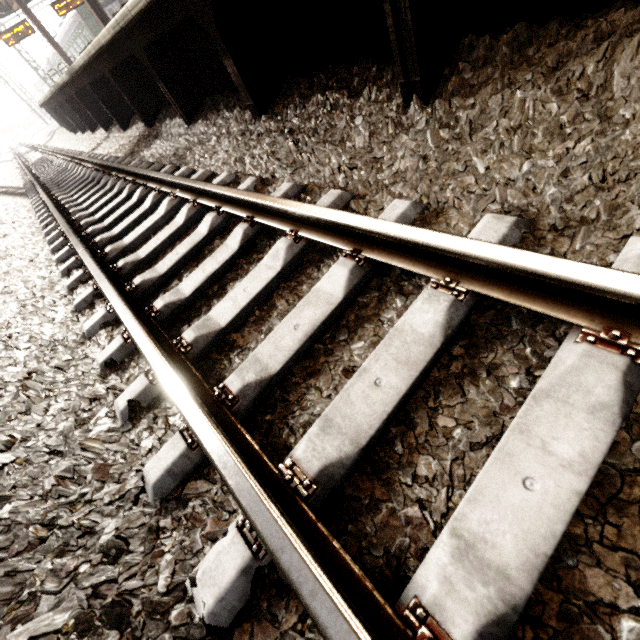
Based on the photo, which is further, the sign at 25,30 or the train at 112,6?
the train at 112,6

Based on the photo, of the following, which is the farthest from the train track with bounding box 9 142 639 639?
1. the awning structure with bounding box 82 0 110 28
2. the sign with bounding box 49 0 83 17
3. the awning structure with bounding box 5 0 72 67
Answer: the sign with bounding box 49 0 83 17

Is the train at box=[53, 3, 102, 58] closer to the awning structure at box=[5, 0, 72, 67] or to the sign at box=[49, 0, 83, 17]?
the awning structure at box=[5, 0, 72, 67]

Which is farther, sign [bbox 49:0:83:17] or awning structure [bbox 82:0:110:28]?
sign [bbox 49:0:83:17]

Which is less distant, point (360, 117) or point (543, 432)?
point (543, 432)

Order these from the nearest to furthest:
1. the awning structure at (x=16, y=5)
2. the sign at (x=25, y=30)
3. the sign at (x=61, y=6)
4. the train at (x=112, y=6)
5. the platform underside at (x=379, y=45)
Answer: the platform underside at (x=379, y=45)
the sign at (x=25, y=30)
the sign at (x=61, y=6)
the awning structure at (x=16, y=5)
the train at (x=112, y=6)

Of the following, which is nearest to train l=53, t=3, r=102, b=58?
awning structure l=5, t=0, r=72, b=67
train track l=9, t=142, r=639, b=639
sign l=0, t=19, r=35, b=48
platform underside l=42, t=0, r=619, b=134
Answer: awning structure l=5, t=0, r=72, b=67

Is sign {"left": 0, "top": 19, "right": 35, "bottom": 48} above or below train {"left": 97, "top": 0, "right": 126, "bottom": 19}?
above
